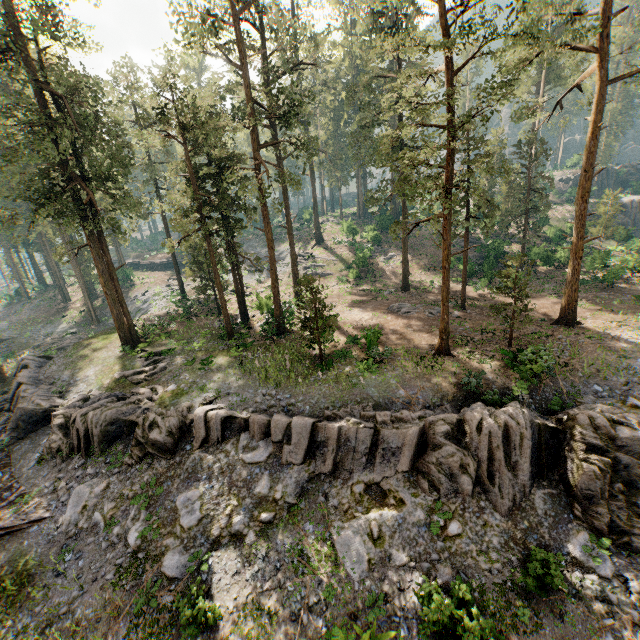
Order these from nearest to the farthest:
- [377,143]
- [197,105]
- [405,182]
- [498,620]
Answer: [498,620] < [405,182] < [197,105] < [377,143]

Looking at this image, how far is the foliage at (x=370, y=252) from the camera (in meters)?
40.94

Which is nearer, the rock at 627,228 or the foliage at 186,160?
the foliage at 186,160

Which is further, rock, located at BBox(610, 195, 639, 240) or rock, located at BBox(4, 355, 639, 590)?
rock, located at BBox(610, 195, 639, 240)

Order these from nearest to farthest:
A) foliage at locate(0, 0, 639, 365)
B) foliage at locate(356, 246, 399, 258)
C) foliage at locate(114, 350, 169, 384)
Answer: foliage at locate(0, 0, 639, 365) < foliage at locate(114, 350, 169, 384) < foliage at locate(356, 246, 399, 258)

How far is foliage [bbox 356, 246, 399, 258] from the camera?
40.9m
